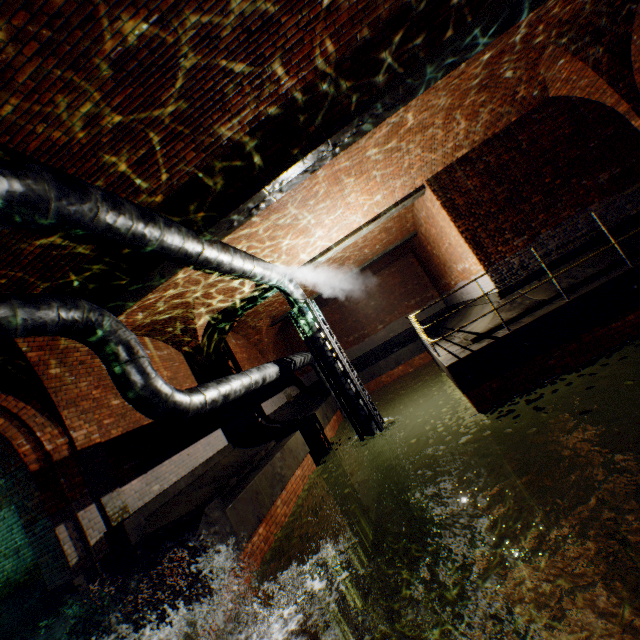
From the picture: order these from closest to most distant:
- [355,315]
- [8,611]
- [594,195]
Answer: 1. [8,611]
2. [594,195]
3. [355,315]

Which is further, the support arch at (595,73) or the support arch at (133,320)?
the support arch at (133,320)

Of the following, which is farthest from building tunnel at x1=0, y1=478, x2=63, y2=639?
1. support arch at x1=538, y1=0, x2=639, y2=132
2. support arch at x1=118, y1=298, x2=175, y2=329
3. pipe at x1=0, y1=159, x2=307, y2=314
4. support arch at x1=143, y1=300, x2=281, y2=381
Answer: support arch at x1=538, y1=0, x2=639, y2=132

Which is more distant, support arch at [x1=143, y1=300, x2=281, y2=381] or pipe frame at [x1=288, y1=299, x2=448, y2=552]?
support arch at [x1=143, y1=300, x2=281, y2=381]

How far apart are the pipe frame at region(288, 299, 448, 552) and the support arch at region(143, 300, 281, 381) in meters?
2.6

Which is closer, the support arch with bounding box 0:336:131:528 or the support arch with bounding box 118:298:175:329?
the support arch with bounding box 0:336:131:528

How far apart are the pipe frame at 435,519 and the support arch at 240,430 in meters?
2.6

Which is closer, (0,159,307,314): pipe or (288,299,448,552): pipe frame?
(0,159,307,314): pipe
